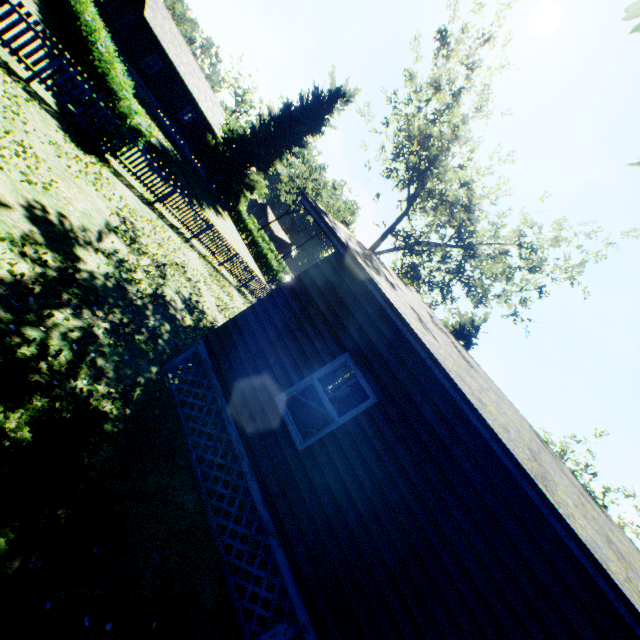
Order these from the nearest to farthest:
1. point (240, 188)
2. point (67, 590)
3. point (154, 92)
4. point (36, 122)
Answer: point (67, 590), point (36, 122), point (154, 92), point (240, 188)

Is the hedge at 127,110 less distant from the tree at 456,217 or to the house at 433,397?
the house at 433,397

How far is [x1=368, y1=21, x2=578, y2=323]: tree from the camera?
17.5 meters

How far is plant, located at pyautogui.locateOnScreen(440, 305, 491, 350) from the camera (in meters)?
28.94

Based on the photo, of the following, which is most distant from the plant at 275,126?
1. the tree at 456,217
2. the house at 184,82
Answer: the tree at 456,217

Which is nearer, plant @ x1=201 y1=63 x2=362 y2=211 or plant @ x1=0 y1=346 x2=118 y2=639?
plant @ x1=0 y1=346 x2=118 y2=639

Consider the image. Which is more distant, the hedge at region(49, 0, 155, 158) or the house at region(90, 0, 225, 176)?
the house at region(90, 0, 225, 176)
